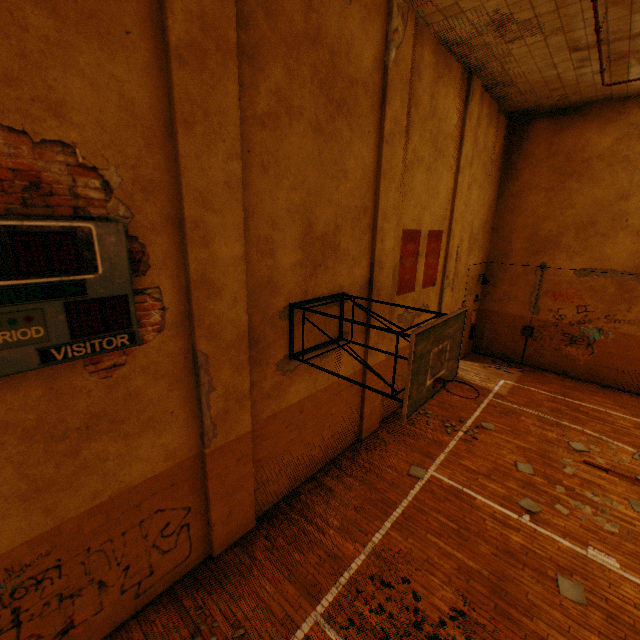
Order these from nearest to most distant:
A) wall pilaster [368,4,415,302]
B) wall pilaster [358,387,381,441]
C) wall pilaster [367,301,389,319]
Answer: wall pilaster [368,4,415,302], wall pilaster [367,301,389,319], wall pilaster [358,387,381,441]

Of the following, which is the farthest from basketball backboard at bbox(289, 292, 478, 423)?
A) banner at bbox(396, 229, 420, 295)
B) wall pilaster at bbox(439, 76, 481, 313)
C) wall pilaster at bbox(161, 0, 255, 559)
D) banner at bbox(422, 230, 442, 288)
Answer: wall pilaster at bbox(439, 76, 481, 313)

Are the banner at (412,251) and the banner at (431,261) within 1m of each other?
yes

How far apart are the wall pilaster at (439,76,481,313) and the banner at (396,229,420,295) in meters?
1.7 m

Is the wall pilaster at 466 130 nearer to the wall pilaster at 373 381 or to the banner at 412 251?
the banner at 412 251

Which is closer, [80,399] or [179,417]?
[80,399]

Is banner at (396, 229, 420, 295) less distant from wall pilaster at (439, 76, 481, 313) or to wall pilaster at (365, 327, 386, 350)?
wall pilaster at (365, 327, 386, 350)

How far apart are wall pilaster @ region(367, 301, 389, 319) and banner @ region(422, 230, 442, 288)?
1.7m
